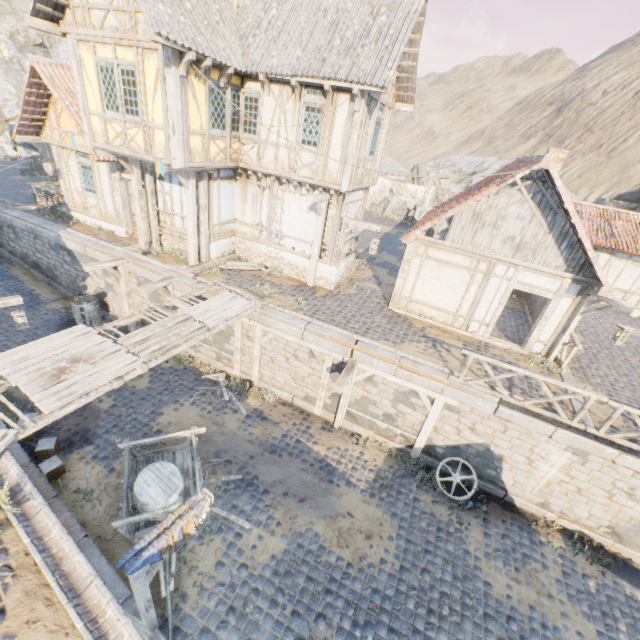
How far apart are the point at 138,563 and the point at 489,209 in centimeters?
1195cm

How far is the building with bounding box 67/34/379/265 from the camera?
9.3 meters

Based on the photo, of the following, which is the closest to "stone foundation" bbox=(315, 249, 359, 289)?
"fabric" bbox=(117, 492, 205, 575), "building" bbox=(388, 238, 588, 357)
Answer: "building" bbox=(388, 238, 588, 357)

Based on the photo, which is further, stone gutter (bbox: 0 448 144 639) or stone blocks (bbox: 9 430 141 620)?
stone blocks (bbox: 9 430 141 620)

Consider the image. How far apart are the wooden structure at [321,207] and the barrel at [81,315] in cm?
919

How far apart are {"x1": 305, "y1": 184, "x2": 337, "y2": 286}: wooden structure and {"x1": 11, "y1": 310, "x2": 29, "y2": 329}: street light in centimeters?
945cm

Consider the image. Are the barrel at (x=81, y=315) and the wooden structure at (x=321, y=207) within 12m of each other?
yes

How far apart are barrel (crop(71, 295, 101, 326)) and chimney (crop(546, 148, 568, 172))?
17.88m
